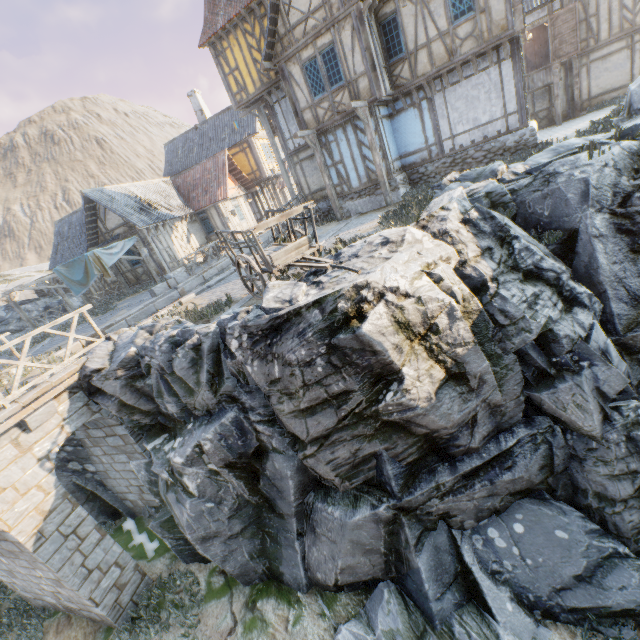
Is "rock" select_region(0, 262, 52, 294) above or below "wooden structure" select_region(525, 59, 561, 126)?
above

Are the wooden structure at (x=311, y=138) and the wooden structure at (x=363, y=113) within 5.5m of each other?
yes

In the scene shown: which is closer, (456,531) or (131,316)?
(456,531)

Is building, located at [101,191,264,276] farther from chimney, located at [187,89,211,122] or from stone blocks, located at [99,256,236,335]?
chimney, located at [187,89,211,122]

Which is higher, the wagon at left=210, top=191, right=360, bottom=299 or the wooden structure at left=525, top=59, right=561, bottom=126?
the wooden structure at left=525, top=59, right=561, bottom=126

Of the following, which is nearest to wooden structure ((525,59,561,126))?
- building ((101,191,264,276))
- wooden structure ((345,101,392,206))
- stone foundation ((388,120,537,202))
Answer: stone foundation ((388,120,537,202))

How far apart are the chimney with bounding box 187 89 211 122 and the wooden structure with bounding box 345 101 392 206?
20.2m

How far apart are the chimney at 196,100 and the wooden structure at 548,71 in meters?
22.9 m
